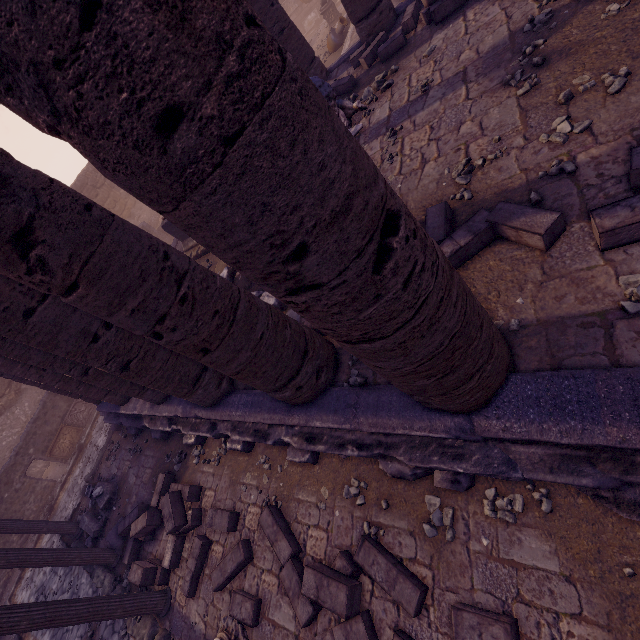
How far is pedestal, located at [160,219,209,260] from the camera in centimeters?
1027cm

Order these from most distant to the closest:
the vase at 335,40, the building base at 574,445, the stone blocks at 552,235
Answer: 1. the vase at 335,40
2. the stone blocks at 552,235
3. the building base at 574,445

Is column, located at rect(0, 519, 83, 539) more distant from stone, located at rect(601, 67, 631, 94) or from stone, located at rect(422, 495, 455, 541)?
stone, located at rect(601, 67, 631, 94)

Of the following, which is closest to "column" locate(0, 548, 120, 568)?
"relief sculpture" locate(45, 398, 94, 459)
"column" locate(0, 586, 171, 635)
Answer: "column" locate(0, 586, 171, 635)

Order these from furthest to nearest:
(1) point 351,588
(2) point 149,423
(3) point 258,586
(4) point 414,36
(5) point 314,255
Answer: (2) point 149,423 → (4) point 414,36 → (3) point 258,586 → (1) point 351,588 → (5) point 314,255

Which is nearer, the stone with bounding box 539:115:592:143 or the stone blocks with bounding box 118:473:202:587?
the stone with bounding box 539:115:592:143

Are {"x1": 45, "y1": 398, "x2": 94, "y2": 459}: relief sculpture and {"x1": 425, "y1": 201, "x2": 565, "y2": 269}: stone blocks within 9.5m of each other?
no

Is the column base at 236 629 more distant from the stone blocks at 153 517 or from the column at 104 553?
the column at 104 553
